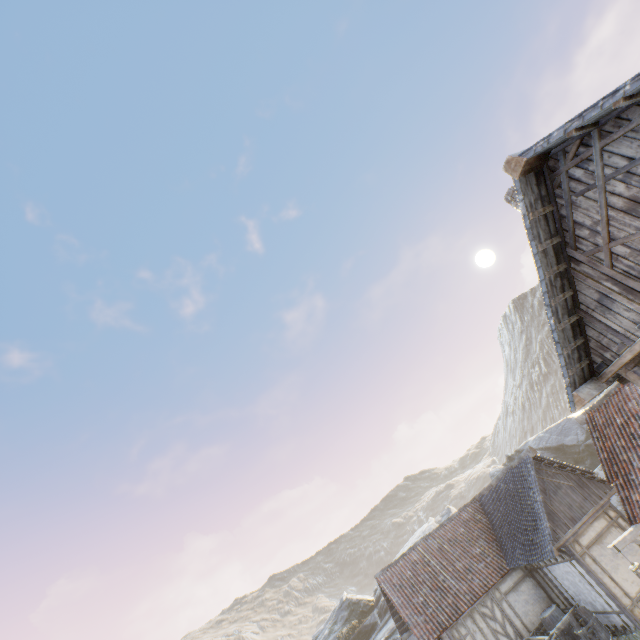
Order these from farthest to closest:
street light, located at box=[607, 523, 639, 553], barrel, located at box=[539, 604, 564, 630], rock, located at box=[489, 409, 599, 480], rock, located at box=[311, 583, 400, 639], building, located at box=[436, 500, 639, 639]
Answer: rock, located at box=[311, 583, 400, 639] → rock, located at box=[489, 409, 599, 480] → barrel, located at box=[539, 604, 564, 630] → building, located at box=[436, 500, 639, 639] → street light, located at box=[607, 523, 639, 553]

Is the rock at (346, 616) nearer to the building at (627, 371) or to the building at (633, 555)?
the building at (633, 555)

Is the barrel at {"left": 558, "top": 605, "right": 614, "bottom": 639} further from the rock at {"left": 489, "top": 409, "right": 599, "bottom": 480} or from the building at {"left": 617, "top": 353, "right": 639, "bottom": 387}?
the rock at {"left": 489, "top": 409, "right": 599, "bottom": 480}

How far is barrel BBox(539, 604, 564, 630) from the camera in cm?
1344

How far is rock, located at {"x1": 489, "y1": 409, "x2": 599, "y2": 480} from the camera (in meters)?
26.44

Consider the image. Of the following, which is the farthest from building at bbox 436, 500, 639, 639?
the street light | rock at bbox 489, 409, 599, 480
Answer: the street light

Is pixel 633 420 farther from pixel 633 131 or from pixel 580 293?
pixel 633 131

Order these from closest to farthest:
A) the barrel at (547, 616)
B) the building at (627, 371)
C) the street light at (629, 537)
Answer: the building at (627, 371) → the street light at (629, 537) → the barrel at (547, 616)
